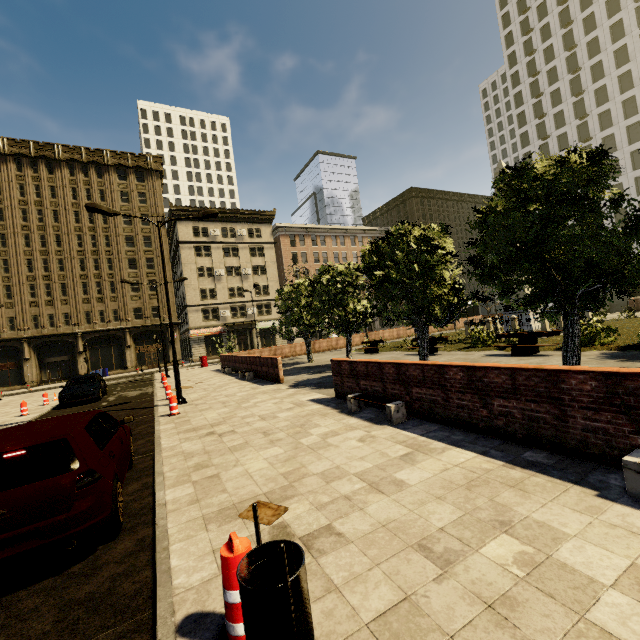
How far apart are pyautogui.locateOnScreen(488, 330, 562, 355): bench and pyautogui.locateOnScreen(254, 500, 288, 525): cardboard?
12.6m

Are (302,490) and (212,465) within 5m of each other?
yes

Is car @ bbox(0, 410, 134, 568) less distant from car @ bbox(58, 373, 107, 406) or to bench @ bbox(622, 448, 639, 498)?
bench @ bbox(622, 448, 639, 498)

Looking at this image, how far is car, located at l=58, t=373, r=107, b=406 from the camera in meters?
16.4 m

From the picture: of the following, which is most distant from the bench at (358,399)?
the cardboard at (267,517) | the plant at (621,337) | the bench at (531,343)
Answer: the plant at (621,337)

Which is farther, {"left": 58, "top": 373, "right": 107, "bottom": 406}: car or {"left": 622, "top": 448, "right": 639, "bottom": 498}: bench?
{"left": 58, "top": 373, "right": 107, "bottom": 406}: car

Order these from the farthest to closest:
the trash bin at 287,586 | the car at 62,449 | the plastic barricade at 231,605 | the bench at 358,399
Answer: the bench at 358,399 → the car at 62,449 → the plastic barricade at 231,605 → the trash bin at 287,586

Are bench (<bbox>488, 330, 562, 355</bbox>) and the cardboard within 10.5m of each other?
no
